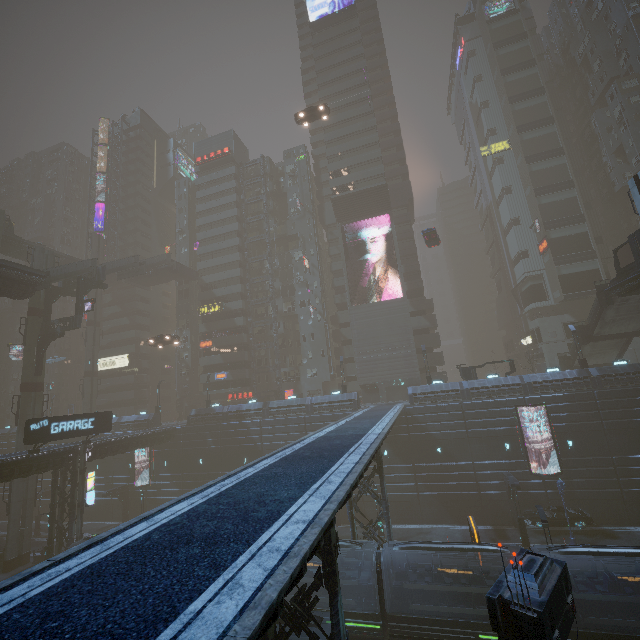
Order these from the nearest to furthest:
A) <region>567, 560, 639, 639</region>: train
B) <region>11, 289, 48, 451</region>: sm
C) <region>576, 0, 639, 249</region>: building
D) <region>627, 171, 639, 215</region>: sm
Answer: <region>567, 560, 639, 639</region>: train < <region>627, 171, 639, 215</region>: sm < <region>11, 289, 48, 451</region>: sm < <region>576, 0, 639, 249</region>: building

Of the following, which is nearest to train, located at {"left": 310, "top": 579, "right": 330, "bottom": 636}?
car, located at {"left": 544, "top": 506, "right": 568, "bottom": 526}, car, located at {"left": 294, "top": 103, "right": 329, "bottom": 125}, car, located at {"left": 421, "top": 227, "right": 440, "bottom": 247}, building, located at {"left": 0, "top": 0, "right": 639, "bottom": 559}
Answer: building, located at {"left": 0, "top": 0, "right": 639, "bottom": 559}

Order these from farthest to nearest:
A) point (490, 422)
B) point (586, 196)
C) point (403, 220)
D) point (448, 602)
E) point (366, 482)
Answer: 1. point (403, 220)
2. point (586, 196)
3. point (490, 422)
4. point (366, 482)
5. point (448, 602)

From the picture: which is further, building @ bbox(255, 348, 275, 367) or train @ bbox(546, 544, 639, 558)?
building @ bbox(255, 348, 275, 367)

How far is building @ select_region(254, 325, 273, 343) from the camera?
56.59m

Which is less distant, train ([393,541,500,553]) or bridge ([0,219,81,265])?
train ([393,541,500,553])

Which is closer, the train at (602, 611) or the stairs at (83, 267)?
the train at (602, 611)

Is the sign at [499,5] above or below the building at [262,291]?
above
